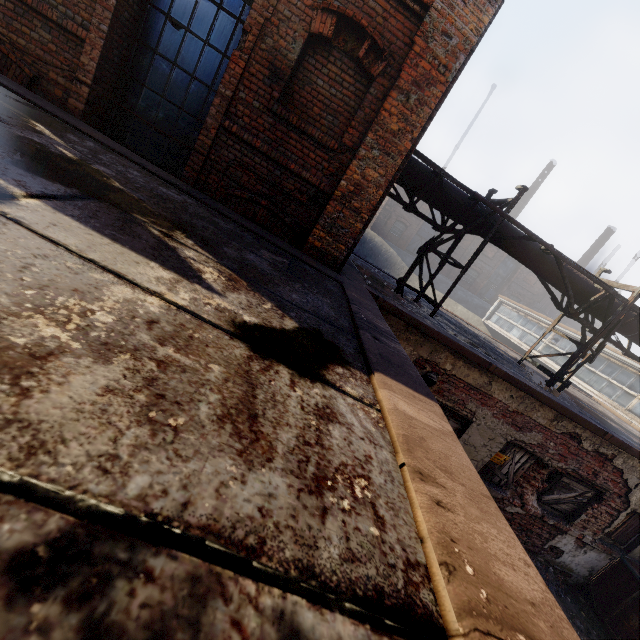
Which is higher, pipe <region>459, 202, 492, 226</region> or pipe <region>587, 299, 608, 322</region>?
pipe <region>459, 202, 492, 226</region>

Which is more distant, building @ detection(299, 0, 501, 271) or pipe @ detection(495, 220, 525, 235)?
pipe @ detection(495, 220, 525, 235)

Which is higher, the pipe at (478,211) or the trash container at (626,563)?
the pipe at (478,211)

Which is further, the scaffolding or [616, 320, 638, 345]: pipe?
[616, 320, 638, 345]: pipe

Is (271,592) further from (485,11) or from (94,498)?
(485,11)

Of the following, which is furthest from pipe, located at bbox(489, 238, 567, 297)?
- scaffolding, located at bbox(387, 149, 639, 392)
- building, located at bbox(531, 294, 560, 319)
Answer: building, located at bbox(531, 294, 560, 319)

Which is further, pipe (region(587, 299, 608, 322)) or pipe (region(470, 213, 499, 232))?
pipe (region(587, 299, 608, 322))

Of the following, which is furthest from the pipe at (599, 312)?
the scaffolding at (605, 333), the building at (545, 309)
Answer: the building at (545, 309)
